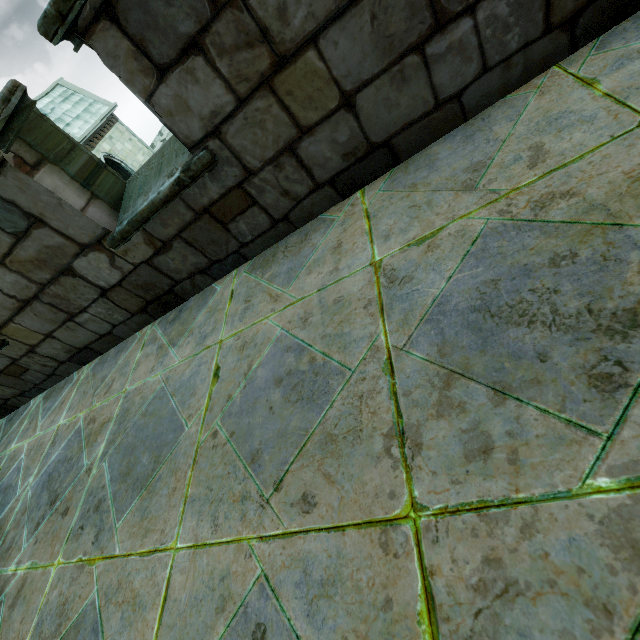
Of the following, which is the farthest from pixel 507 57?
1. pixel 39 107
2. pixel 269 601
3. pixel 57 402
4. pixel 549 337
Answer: pixel 39 107
